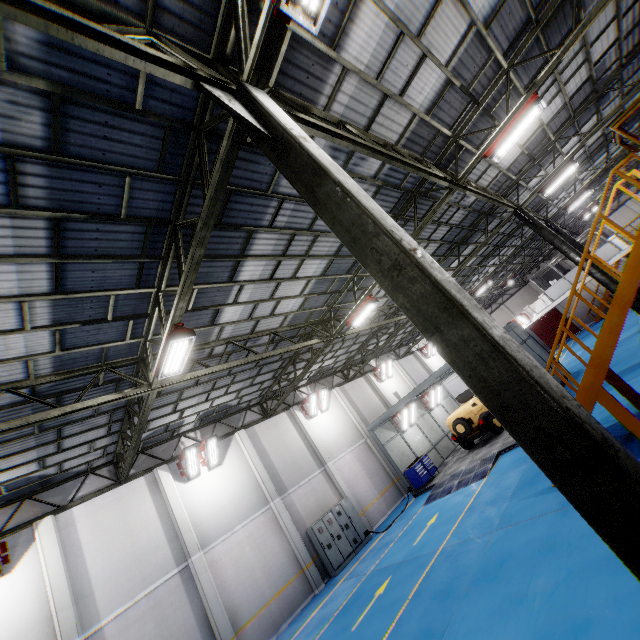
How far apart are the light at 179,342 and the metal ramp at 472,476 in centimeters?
1246cm

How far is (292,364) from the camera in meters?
17.3 m

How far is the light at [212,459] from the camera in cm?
1447

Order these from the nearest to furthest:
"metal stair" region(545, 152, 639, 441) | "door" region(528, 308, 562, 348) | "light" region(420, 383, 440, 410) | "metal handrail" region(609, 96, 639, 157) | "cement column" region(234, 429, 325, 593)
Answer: "metal handrail" region(609, 96, 639, 157) → "metal stair" region(545, 152, 639, 441) → "cement column" region(234, 429, 325, 593) → "light" region(420, 383, 440, 410) → "door" region(528, 308, 562, 348)

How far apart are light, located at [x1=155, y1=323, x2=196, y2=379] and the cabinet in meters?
11.4 m

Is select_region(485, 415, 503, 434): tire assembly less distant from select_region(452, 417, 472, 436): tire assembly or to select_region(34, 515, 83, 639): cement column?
select_region(452, 417, 472, 436): tire assembly

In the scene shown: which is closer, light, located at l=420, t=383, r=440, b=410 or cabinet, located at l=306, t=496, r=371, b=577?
cabinet, located at l=306, t=496, r=371, b=577

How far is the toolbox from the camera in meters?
17.7
